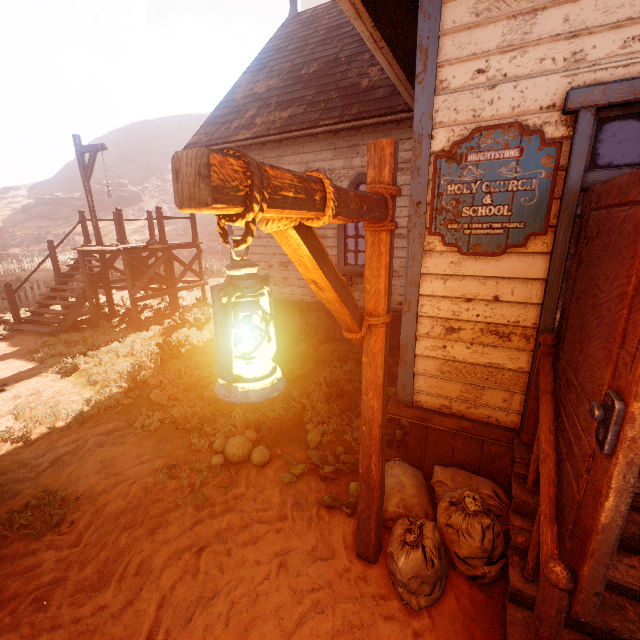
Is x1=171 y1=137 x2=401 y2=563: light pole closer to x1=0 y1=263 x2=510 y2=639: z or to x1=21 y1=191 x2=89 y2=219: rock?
x1=0 y1=263 x2=510 y2=639: z

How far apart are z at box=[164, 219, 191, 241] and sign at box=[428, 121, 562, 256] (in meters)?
38.97

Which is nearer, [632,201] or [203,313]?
[632,201]

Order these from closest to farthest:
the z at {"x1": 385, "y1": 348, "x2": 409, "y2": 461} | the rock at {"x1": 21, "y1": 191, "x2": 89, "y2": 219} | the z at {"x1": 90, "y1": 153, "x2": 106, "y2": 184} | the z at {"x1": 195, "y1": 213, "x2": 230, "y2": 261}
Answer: the z at {"x1": 385, "y1": 348, "x2": 409, "y2": 461}, the z at {"x1": 195, "y1": 213, "x2": 230, "y2": 261}, the rock at {"x1": 21, "y1": 191, "x2": 89, "y2": 219}, the z at {"x1": 90, "y1": 153, "x2": 106, "y2": 184}

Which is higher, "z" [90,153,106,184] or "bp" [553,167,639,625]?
"z" [90,153,106,184]

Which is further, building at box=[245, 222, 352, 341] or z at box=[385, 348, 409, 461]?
building at box=[245, 222, 352, 341]

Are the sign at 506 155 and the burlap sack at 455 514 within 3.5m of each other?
yes

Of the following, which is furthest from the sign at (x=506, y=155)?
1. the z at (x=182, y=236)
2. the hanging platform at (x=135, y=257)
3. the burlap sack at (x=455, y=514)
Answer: the z at (x=182, y=236)
